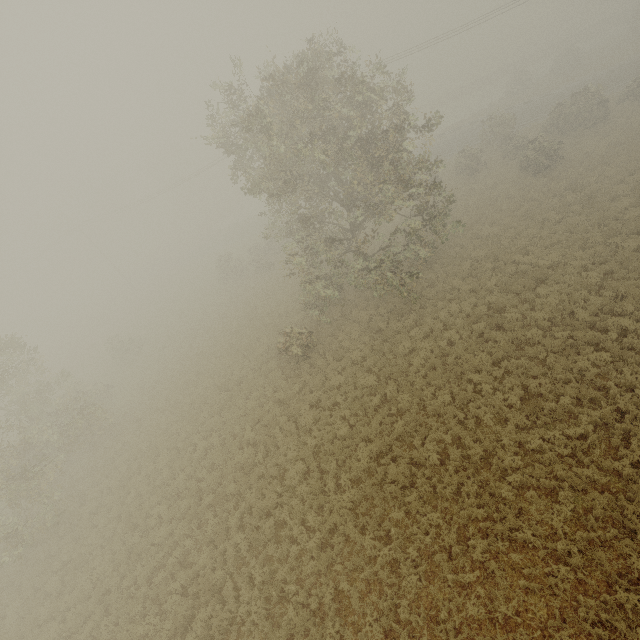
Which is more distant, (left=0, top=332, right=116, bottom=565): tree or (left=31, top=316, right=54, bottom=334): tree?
(left=31, top=316, right=54, bottom=334): tree

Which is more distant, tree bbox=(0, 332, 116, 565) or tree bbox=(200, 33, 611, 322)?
tree bbox=(0, 332, 116, 565)

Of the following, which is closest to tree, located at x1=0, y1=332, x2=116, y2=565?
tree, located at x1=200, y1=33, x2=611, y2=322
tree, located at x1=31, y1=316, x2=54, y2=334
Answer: tree, located at x1=200, y1=33, x2=611, y2=322

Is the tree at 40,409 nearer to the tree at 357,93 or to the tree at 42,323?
the tree at 357,93

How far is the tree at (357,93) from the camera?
13.8 meters

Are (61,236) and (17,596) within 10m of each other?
no

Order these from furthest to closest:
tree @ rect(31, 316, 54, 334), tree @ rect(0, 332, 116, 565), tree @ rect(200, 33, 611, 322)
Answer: tree @ rect(31, 316, 54, 334) < tree @ rect(0, 332, 116, 565) < tree @ rect(200, 33, 611, 322)

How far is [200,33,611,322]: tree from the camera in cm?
1378
